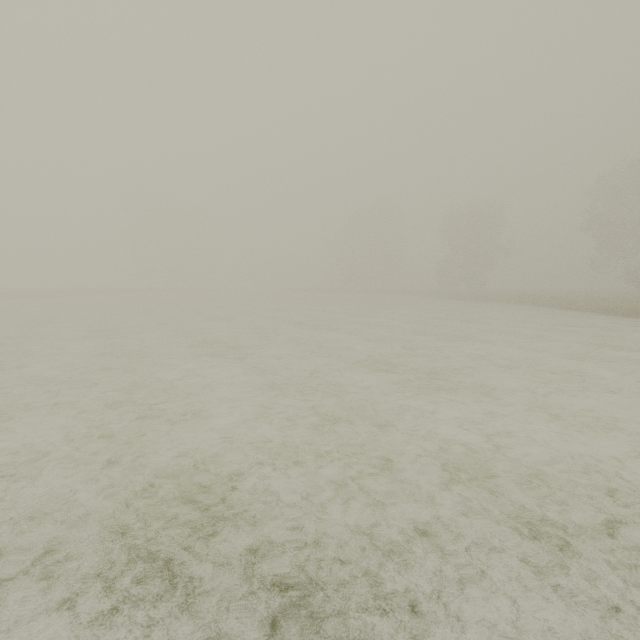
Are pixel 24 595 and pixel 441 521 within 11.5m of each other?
yes
